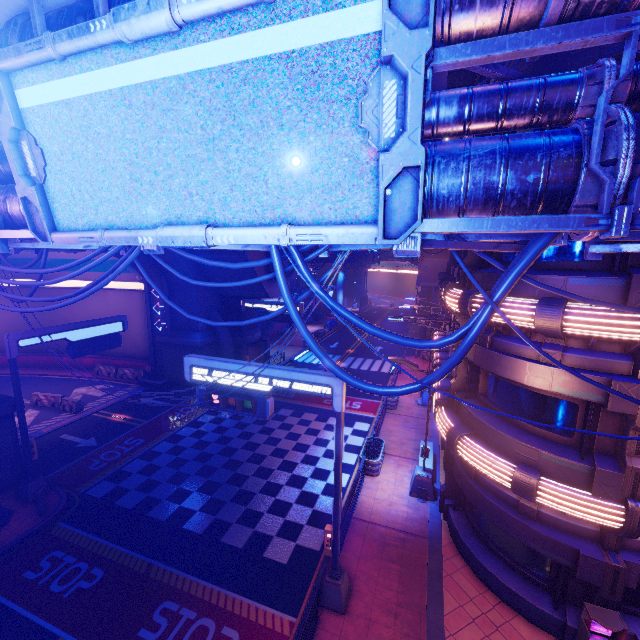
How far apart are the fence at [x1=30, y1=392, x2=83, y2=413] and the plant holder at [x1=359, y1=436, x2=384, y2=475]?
21.4 meters

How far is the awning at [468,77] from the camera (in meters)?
9.10

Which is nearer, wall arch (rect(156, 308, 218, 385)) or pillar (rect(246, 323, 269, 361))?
wall arch (rect(156, 308, 218, 385))

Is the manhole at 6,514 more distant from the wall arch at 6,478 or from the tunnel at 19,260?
the tunnel at 19,260

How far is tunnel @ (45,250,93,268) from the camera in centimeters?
2588cm

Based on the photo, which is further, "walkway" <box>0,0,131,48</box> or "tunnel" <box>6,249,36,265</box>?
"tunnel" <box>6,249,36,265</box>

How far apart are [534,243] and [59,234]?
8.5m

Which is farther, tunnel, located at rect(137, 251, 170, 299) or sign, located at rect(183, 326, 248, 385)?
tunnel, located at rect(137, 251, 170, 299)
